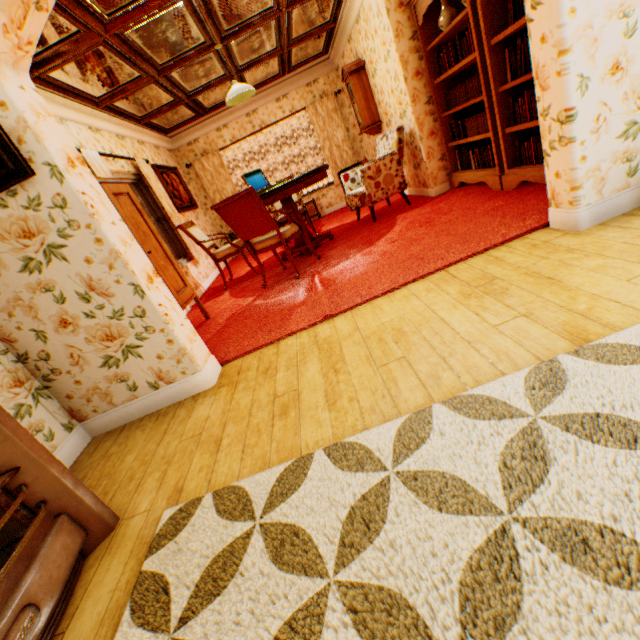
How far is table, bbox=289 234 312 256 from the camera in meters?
5.1 m

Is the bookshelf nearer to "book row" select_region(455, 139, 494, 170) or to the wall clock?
"book row" select_region(455, 139, 494, 170)

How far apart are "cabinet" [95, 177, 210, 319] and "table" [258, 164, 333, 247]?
1.3m

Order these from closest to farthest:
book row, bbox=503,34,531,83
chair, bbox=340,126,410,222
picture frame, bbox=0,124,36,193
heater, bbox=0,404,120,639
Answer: heater, bbox=0,404,120,639
picture frame, bbox=0,124,36,193
book row, bbox=503,34,531,83
chair, bbox=340,126,410,222

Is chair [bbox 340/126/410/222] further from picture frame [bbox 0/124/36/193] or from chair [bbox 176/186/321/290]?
picture frame [bbox 0/124/36/193]

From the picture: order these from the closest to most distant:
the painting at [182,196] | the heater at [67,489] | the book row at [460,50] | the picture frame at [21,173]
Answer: the heater at [67,489] → the picture frame at [21,173] → the book row at [460,50] → the painting at [182,196]

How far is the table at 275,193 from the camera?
4.4m

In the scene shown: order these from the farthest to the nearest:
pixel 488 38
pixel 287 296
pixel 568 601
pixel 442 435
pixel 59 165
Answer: pixel 287 296 → pixel 488 38 → pixel 59 165 → pixel 442 435 → pixel 568 601
